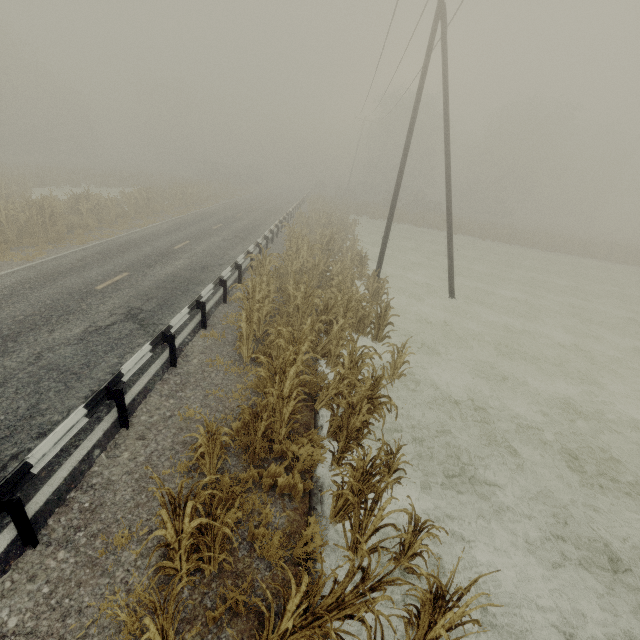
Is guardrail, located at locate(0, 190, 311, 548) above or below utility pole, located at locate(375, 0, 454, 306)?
below

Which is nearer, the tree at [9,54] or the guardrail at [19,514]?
the guardrail at [19,514]

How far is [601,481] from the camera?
6.9m

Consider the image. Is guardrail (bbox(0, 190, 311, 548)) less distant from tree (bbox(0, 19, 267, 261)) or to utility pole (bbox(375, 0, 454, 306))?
tree (bbox(0, 19, 267, 261))

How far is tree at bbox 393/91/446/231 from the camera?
38.31m

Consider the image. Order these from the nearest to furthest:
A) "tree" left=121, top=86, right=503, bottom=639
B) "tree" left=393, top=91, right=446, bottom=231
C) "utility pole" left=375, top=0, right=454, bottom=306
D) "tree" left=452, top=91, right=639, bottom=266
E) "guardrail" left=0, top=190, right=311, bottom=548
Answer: "tree" left=121, top=86, right=503, bottom=639 → "guardrail" left=0, top=190, right=311, bottom=548 → "utility pole" left=375, top=0, right=454, bottom=306 → "tree" left=452, top=91, right=639, bottom=266 → "tree" left=393, top=91, right=446, bottom=231

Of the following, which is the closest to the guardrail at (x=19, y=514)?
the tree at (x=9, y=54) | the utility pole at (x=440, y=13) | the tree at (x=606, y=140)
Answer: the tree at (x=9, y=54)

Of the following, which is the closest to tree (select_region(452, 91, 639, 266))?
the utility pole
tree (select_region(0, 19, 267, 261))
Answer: tree (select_region(0, 19, 267, 261))
